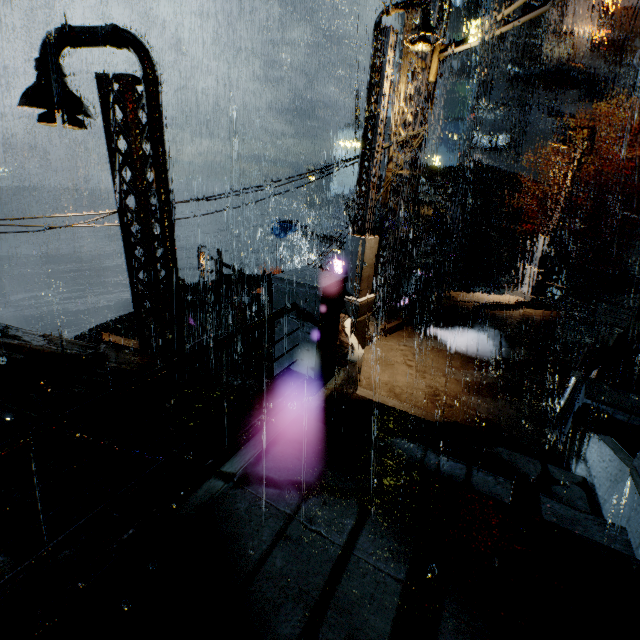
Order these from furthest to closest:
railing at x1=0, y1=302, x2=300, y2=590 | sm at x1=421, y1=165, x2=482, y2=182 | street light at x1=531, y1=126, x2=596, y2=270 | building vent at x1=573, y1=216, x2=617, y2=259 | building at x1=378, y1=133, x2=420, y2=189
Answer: building vent at x1=573, y1=216, x2=617, y2=259 < sm at x1=421, y1=165, x2=482, y2=182 < street light at x1=531, y1=126, x2=596, y2=270 < building at x1=378, y1=133, x2=420, y2=189 < railing at x1=0, y1=302, x2=300, y2=590

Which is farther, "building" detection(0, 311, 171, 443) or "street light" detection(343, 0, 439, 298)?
"street light" detection(343, 0, 439, 298)

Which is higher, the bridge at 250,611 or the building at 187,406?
the bridge at 250,611

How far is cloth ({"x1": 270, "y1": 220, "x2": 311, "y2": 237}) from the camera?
36.2 meters

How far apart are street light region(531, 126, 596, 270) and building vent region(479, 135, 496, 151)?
35.57m

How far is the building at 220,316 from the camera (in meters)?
16.97

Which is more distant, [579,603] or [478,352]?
[478,352]

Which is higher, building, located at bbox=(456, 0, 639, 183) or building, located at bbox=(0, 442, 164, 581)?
building, located at bbox=(456, 0, 639, 183)
